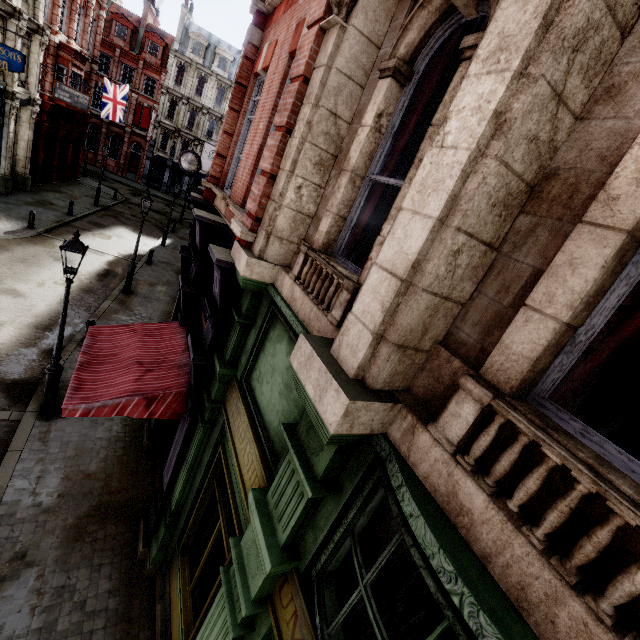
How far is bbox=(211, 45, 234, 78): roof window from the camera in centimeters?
4066cm

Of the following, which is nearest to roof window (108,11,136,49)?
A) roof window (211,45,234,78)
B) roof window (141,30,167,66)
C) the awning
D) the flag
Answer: roof window (141,30,167,66)

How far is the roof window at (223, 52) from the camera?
40.7m

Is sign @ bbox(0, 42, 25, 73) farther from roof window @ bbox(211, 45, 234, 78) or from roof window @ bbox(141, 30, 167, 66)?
roof window @ bbox(211, 45, 234, 78)

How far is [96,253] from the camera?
18.2 meters

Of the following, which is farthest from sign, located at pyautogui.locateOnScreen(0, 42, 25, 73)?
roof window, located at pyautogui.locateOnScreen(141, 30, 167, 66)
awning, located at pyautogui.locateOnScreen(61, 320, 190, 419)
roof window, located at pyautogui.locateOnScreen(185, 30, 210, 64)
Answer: roof window, located at pyautogui.locateOnScreen(185, 30, 210, 64)

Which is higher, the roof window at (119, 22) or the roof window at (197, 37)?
the roof window at (197, 37)

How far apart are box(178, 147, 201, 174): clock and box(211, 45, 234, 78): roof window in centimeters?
3670cm
